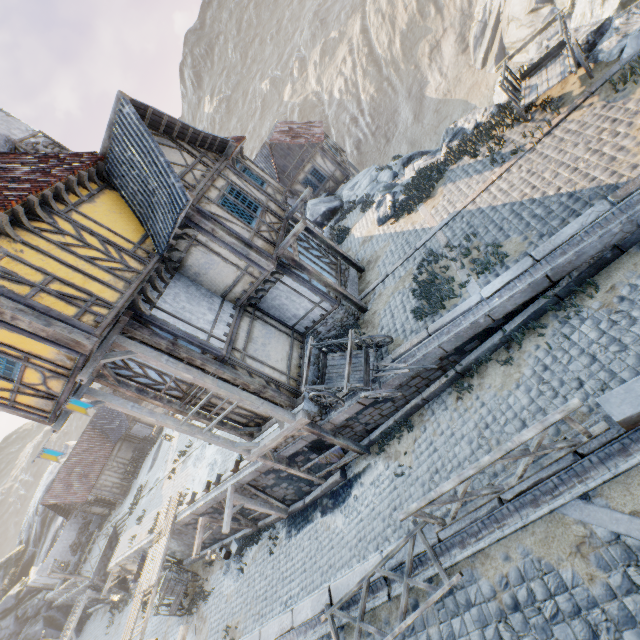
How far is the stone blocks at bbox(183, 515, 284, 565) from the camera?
15.6 meters

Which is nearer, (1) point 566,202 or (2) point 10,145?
(1) point 566,202

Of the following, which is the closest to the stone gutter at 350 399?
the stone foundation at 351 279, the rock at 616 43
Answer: the stone foundation at 351 279

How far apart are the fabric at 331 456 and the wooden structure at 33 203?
10.7m

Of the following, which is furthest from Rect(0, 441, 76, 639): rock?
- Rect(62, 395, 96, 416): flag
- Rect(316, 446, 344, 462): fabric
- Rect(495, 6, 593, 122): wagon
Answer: Rect(495, 6, 593, 122): wagon

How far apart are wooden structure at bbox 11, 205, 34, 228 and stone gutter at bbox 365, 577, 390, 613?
10.66m

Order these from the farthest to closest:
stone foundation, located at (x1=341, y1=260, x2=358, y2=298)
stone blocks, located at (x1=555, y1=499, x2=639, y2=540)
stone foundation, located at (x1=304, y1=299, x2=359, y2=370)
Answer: stone foundation, located at (x1=341, y1=260, x2=358, y2=298)
stone foundation, located at (x1=304, y1=299, x2=359, y2=370)
stone blocks, located at (x1=555, y1=499, x2=639, y2=540)

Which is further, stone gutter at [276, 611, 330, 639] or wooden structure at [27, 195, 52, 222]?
wooden structure at [27, 195, 52, 222]
